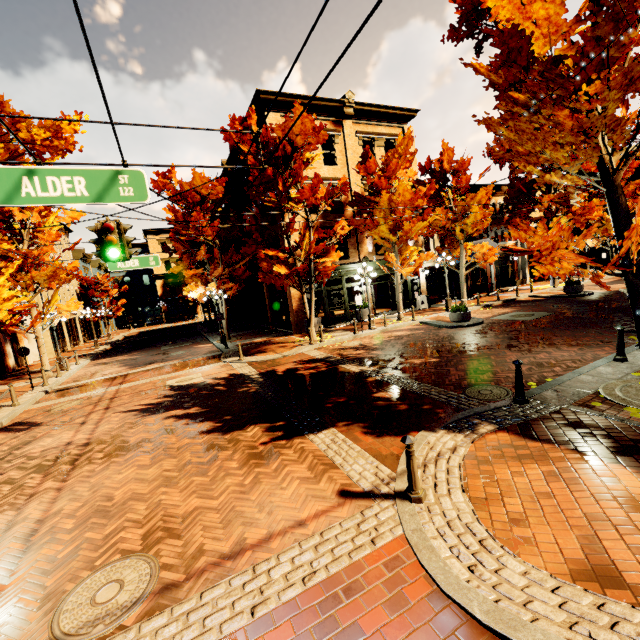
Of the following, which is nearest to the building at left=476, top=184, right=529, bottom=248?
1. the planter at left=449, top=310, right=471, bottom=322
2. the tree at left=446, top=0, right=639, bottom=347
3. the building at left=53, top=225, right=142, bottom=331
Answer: the tree at left=446, top=0, right=639, bottom=347

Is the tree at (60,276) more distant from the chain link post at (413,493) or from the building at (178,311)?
the chain link post at (413,493)

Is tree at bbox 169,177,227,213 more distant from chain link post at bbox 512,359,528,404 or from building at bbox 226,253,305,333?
chain link post at bbox 512,359,528,404

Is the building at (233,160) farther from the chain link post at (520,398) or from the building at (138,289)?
the chain link post at (520,398)

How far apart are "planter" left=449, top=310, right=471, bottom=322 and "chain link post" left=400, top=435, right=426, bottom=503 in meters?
12.7 m

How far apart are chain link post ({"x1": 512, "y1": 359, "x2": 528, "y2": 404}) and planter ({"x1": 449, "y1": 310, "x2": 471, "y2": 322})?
9.57m

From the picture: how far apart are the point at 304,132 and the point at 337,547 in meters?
14.4 m

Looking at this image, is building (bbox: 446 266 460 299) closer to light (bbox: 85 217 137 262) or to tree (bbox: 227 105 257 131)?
tree (bbox: 227 105 257 131)
